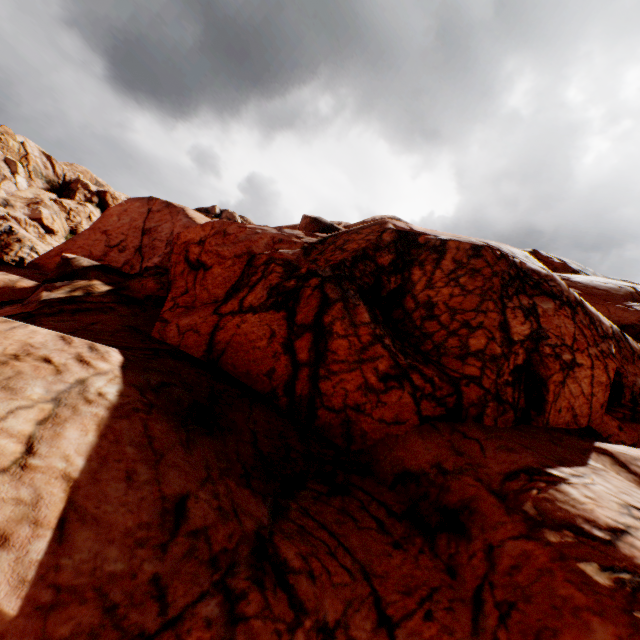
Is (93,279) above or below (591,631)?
above
